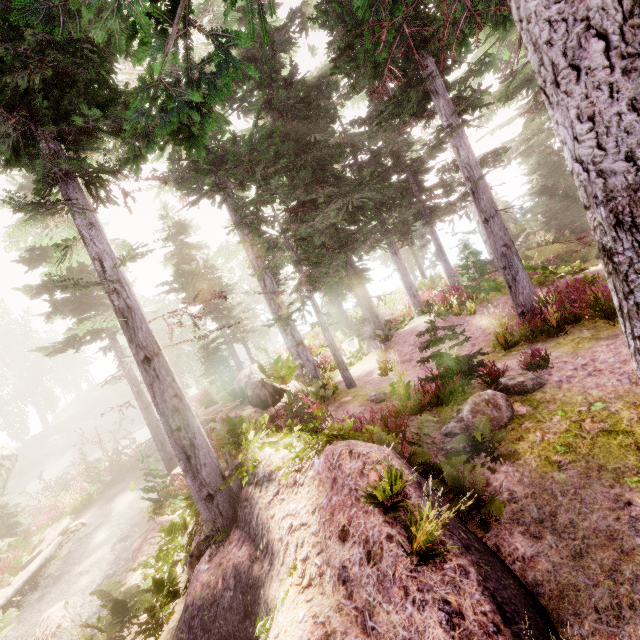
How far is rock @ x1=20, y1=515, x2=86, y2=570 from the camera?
15.13m

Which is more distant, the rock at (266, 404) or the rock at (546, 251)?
the rock at (546, 251)

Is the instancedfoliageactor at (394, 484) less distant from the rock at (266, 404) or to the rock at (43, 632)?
the rock at (266, 404)

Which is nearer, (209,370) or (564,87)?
(564,87)

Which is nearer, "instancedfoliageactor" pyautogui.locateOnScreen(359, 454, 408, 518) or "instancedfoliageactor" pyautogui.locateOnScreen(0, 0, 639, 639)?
"instancedfoliageactor" pyautogui.locateOnScreen(0, 0, 639, 639)

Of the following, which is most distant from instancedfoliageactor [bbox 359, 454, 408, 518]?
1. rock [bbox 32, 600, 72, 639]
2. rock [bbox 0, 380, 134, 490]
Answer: rock [bbox 32, 600, 72, 639]

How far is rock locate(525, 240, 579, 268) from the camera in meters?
19.0 m

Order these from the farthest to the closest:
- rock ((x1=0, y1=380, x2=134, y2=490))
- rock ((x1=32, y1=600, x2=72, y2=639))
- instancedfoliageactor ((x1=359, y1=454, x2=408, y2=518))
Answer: rock ((x1=0, y1=380, x2=134, y2=490)), rock ((x1=32, y1=600, x2=72, y2=639)), instancedfoliageactor ((x1=359, y1=454, x2=408, y2=518))
